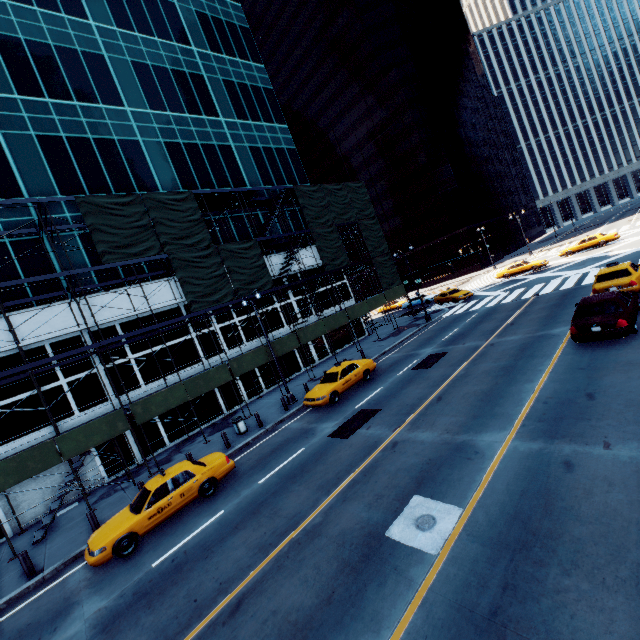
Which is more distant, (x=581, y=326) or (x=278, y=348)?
(x=278, y=348)

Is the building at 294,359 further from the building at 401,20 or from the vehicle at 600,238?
the building at 401,20

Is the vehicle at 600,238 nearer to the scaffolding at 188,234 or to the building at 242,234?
the scaffolding at 188,234

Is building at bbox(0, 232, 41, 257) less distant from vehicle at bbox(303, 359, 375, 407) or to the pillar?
the pillar

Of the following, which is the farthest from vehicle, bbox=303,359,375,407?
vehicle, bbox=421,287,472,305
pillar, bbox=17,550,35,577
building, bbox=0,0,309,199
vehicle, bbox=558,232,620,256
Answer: vehicle, bbox=558,232,620,256

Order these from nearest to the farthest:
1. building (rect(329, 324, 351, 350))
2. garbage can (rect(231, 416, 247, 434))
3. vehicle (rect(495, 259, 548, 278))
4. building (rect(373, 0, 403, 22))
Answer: garbage can (rect(231, 416, 247, 434)) < building (rect(329, 324, 351, 350)) < vehicle (rect(495, 259, 548, 278)) < building (rect(373, 0, 403, 22))

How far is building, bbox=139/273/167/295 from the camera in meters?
22.1
